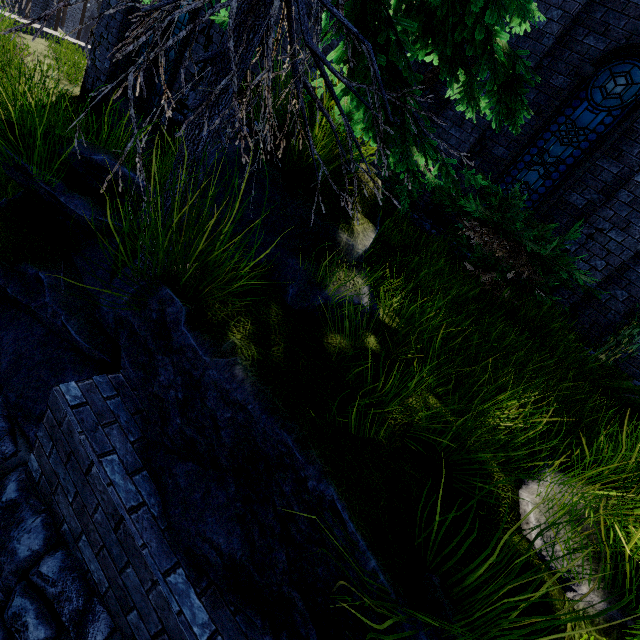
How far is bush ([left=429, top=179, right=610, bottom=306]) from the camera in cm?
413

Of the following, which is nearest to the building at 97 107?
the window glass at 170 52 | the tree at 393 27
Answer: the window glass at 170 52

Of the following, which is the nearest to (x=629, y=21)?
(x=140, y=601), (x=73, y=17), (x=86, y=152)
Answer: (x=86, y=152)

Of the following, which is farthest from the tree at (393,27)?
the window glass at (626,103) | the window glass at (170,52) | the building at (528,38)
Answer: the window glass at (170,52)

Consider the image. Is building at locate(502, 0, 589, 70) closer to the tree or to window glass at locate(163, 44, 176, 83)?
window glass at locate(163, 44, 176, 83)

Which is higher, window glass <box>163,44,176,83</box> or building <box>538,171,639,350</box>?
building <box>538,171,639,350</box>

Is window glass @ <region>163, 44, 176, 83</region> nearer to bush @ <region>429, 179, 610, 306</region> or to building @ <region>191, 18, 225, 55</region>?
building @ <region>191, 18, 225, 55</region>

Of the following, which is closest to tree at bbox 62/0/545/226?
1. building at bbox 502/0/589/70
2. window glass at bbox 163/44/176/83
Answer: building at bbox 502/0/589/70
